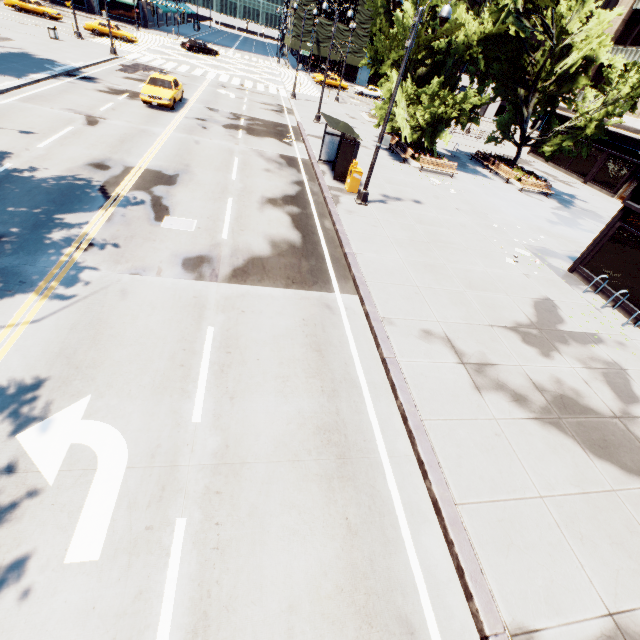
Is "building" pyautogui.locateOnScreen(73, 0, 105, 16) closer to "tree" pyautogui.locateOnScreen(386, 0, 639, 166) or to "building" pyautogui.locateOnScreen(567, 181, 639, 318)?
"tree" pyautogui.locateOnScreen(386, 0, 639, 166)

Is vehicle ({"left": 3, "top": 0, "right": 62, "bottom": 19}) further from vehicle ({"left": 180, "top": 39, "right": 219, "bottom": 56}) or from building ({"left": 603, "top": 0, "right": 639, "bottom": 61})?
building ({"left": 603, "top": 0, "right": 639, "bottom": 61})

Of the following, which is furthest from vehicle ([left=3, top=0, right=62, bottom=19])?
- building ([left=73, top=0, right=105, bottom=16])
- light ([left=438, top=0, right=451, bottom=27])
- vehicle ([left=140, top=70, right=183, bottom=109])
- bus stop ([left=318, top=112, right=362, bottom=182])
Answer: light ([left=438, top=0, right=451, bottom=27])

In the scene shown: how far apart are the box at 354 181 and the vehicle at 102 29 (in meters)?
40.41

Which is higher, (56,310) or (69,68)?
(69,68)

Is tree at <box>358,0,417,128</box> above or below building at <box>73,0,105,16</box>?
above

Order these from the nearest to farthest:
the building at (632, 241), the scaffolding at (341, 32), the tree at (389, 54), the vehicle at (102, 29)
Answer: the building at (632, 241)
the tree at (389, 54)
the vehicle at (102, 29)
the scaffolding at (341, 32)

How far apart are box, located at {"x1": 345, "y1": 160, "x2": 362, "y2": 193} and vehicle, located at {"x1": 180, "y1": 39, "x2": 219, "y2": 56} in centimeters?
4390cm
